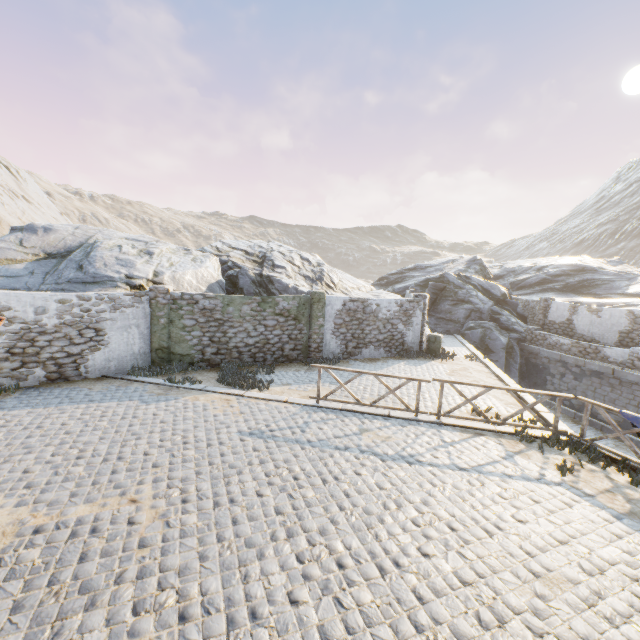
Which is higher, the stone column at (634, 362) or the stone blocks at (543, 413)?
the stone column at (634, 362)

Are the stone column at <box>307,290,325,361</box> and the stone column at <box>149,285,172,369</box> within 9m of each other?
yes

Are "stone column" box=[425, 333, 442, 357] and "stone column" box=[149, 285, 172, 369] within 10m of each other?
no

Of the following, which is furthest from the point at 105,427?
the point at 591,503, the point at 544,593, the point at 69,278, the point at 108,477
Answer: the point at 591,503

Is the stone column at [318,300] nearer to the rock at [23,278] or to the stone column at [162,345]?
the rock at [23,278]

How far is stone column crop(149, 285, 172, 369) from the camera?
11.8 meters

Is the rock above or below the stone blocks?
above

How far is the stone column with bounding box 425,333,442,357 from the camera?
16.4m
